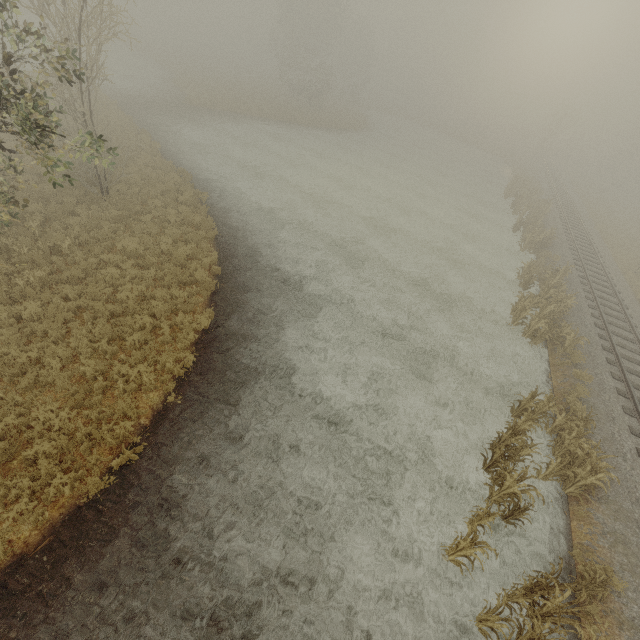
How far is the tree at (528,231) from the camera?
23.3m

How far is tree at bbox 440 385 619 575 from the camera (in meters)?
7.61

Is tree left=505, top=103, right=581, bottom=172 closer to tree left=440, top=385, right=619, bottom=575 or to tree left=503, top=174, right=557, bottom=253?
tree left=503, top=174, right=557, bottom=253

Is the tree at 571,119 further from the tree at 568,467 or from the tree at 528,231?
the tree at 568,467

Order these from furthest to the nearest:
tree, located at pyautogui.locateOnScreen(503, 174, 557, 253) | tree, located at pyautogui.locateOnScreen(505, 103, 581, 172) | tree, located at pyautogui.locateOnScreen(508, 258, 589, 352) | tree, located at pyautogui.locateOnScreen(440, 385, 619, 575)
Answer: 1. tree, located at pyautogui.locateOnScreen(505, 103, 581, 172)
2. tree, located at pyautogui.locateOnScreen(503, 174, 557, 253)
3. tree, located at pyautogui.locateOnScreen(508, 258, 589, 352)
4. tree, located at pyautogui.locateOnScreen(440, 385, 619, 575)

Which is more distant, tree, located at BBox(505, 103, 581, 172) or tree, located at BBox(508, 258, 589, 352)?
tree, located at BBox(505, 103, 581, 172)

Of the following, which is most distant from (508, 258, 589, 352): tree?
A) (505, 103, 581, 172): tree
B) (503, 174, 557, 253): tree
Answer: (505, 103, 581, 172): tree

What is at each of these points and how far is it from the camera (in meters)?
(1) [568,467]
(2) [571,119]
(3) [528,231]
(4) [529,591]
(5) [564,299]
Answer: (1) tree, 9.85
(2) tree, 41.56
(3) tree, 24.56
(4) tree, 7.19
(5) tree, 16.22
